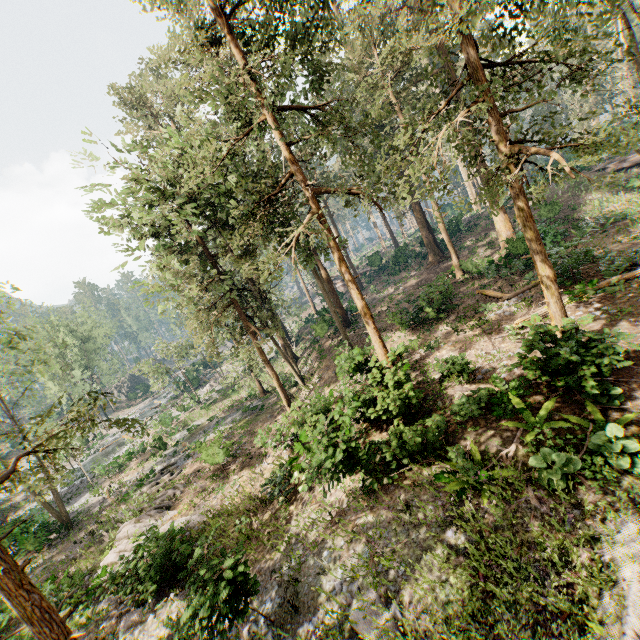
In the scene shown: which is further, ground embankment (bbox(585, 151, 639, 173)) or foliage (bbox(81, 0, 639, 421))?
ground embankment (bbox(585, 151, 639, 173))

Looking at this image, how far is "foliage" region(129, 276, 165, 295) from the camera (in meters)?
17.20

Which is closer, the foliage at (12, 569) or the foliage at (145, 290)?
the foliage at (12, 569)

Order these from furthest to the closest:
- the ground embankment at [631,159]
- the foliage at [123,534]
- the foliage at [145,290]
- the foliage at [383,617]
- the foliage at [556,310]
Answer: the ground embankment at [631,159]
the foliage at [145,290]
the foliage at [123,534]
the foliage at [556,310]
the foliage at [383,617]

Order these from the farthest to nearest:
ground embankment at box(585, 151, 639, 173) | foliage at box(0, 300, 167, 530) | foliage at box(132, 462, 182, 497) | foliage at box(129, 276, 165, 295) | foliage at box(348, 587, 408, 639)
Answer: ground embankment at box(585, 151, 639, 173) < foliage at box(132, 462, 182, 497) < foliage at box(129, 276, 165, 295) < foliage at box(348, 587, 408, 639) < foliage at box(0, 300, 167, 530)

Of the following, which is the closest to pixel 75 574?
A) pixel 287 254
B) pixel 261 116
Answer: pixel 287 254
